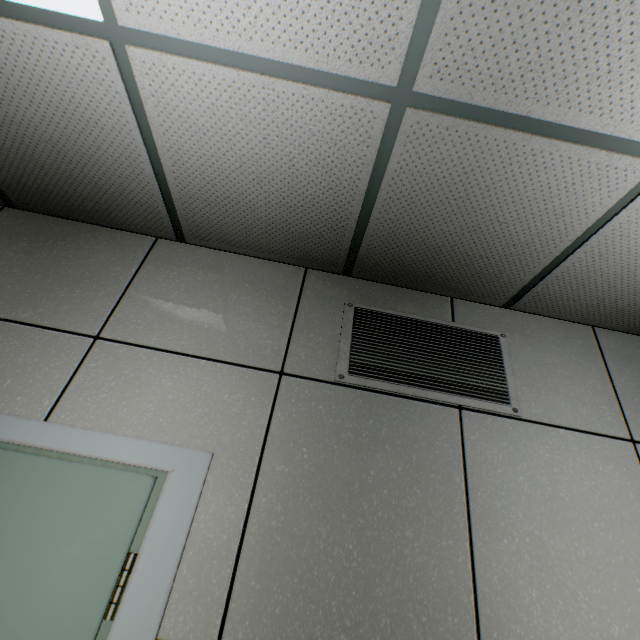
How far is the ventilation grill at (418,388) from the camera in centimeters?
163cm

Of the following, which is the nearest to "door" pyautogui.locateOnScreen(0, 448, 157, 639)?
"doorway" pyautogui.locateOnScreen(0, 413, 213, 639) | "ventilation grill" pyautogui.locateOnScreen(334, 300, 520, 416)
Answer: "doorway" pyautogui.locateOnScreen(0, 413, 213, 639)

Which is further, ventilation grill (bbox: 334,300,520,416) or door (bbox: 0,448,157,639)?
ventilation grill (bbox: 334,300,520,416)

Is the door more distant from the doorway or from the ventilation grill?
the ventilation grill

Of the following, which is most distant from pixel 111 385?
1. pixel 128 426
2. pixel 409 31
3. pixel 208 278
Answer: pixel 409 31

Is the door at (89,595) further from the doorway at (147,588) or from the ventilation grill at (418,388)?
the ventilation grill at (418,388)
